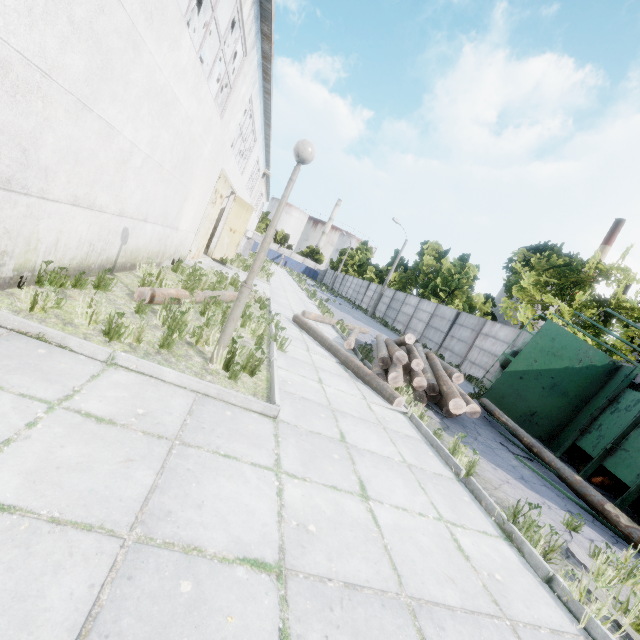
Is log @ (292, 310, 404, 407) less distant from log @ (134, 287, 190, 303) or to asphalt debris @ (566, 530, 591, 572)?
log @ (134, 287, 190, 303)

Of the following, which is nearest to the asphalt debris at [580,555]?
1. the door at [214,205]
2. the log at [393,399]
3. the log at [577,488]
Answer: the log at [577,488]

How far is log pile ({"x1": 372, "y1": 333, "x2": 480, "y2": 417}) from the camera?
7.14m

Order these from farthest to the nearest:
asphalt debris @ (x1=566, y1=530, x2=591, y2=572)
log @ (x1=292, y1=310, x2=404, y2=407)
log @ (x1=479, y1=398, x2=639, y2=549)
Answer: log @ (x1=292, y1=310, x2=404, y2=407)
log @ (x1=479, y1=398, x2=639, y2=549)
asphalt debris @ (x1=566, y1=530, x2=591, y2=572)

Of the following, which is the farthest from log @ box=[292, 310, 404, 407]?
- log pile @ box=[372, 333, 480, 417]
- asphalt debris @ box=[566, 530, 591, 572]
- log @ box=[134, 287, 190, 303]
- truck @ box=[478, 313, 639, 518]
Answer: asphalt debris @ box=[566, 530, 591, 572]

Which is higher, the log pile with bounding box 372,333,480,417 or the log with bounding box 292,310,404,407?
the log pile with bounding box 372,333,480,417

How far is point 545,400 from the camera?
10.08m

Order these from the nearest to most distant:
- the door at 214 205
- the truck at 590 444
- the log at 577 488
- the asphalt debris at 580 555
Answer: the asphalt debris at 580 555
the log at 577 488
the truck at 590 444
the door at 214 205
